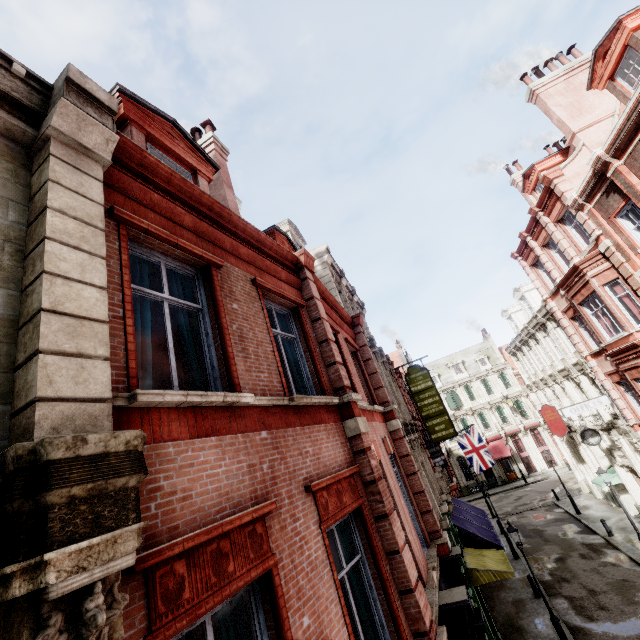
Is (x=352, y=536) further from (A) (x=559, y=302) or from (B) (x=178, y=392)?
(A) (x=559, y=302)

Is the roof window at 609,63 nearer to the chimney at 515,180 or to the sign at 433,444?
the chimney at 515,180

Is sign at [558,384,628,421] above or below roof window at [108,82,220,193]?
below

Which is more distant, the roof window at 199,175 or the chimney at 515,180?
the chimney at 515,180

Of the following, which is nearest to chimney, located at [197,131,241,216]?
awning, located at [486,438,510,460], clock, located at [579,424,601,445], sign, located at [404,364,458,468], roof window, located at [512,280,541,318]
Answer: sign, located at [404,364,458,468]

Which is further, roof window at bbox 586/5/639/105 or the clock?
the clock

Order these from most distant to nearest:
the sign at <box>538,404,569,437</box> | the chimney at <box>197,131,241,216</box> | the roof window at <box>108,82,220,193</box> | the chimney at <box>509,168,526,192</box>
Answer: the sign at <box>538,404,569,437</box> → the chimney at <box>509,168,526,192</box> → the chimney at <box>197,131,241,216</box> → the roof window at <box>108,82,220,193</box>

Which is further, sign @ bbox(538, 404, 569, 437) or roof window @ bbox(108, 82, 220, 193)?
sign @ bbox(538, 404, 569, 437)
